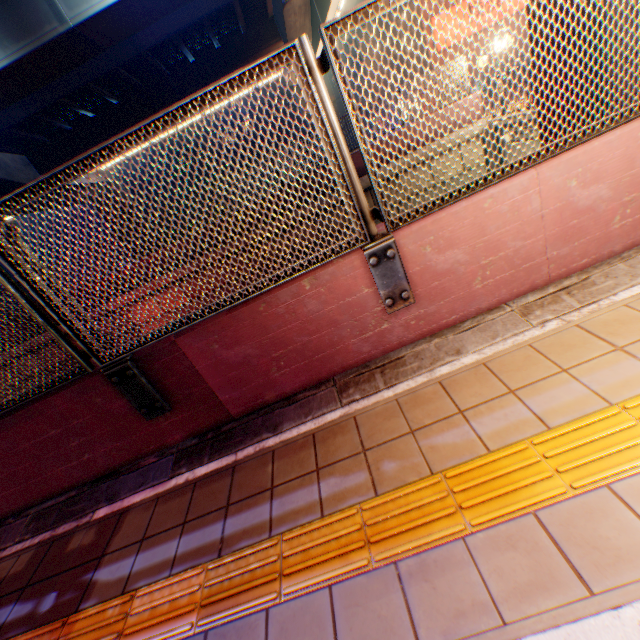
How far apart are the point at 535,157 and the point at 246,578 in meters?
3.1 m

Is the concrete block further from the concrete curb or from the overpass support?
the overpass support

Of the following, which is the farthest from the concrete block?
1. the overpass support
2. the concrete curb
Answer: the overpass support

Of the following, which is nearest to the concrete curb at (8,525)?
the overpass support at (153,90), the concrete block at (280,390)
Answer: the concrete block at (280,390)

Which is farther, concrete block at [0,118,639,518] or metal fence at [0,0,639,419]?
concrete block at [0,118,639,518]

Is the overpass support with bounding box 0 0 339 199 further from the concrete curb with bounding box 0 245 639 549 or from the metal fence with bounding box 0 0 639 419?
the concrete curb with bounding box 0 245 639 549

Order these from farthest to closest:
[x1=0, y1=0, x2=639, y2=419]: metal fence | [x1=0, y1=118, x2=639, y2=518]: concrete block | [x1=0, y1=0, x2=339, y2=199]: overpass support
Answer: [x1=0, y1=0, x2=339, y2=199]: overpass support → [x1=0, y1=118, x2=639, y2=518]: concrete block → [x1=0, y1=0, x2=639, y2=419]: metal fence
